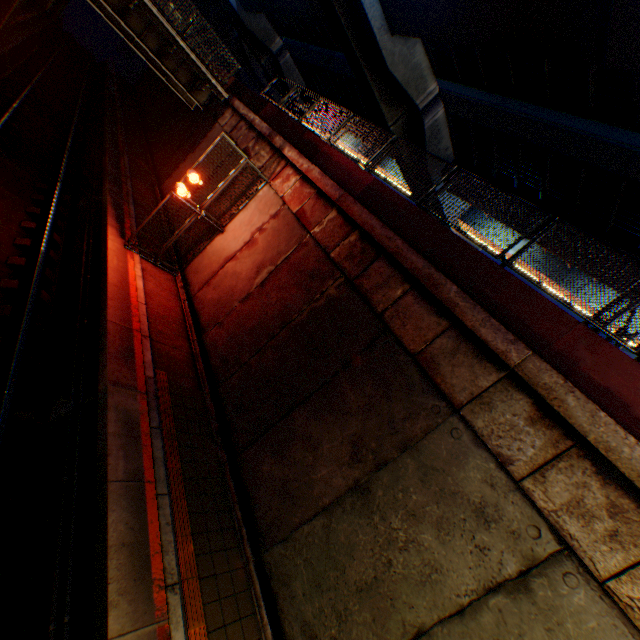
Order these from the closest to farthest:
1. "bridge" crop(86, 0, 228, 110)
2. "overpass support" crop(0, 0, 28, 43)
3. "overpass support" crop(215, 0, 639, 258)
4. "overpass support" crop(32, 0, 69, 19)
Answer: "overpass support" crop(215, 0, 639, 258) < "overpass support" crop(0, 0, 28, 43) < "bridge" crop(86, 0, 228, 110) < "overpass support" crop(32, 0, 69, 19)

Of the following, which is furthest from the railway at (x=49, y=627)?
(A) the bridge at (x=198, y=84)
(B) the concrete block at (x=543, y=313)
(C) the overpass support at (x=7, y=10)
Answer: (B) the concrete block at (x=543, y=313)

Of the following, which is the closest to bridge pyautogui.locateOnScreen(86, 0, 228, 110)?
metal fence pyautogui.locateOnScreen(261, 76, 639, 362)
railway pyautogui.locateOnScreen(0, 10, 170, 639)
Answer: metal fence pyautogui.locateOnScreen(261, 76, 639, 362)

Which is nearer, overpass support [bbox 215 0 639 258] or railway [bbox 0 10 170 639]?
railway [bbox 0 10 170 639]

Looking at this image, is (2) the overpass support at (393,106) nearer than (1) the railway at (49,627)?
No

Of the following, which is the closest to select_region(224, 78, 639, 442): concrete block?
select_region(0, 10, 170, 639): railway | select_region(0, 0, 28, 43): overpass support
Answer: select_region(0, 0, 28, 43): overpass support

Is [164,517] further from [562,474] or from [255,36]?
[255,36]

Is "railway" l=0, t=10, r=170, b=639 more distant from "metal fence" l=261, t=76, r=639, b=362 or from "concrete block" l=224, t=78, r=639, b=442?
"concrete block" l=224, t=78, r=639, b=442
